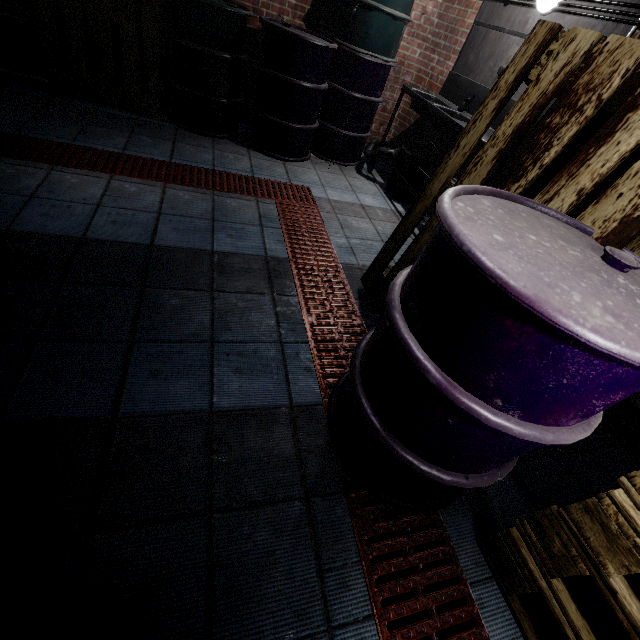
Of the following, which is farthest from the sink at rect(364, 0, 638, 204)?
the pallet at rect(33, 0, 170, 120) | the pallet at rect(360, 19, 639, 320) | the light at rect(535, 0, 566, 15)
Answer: the pallet at rect(33, 0, 170, 120)

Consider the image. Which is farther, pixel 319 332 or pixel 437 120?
pixel 437 120

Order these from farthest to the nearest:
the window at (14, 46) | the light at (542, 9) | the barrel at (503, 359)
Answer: the window at (14, 46)
the light at (542, 9)
the barrel at (503, 359)

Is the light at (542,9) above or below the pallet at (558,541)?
above

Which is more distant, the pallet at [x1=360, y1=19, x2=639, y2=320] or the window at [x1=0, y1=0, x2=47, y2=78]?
the window at [x1=0, y1=0, x2=47, y2=78]

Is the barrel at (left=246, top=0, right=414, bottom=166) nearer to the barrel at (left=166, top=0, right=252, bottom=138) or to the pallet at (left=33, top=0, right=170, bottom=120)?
the barrel at (left=166, top=0, right=252, bottom=138)

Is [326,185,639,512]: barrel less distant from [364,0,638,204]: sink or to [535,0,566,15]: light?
[364,0,638,204]: sink

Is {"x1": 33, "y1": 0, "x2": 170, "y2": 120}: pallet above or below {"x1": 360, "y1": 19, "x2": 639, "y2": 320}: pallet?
below
